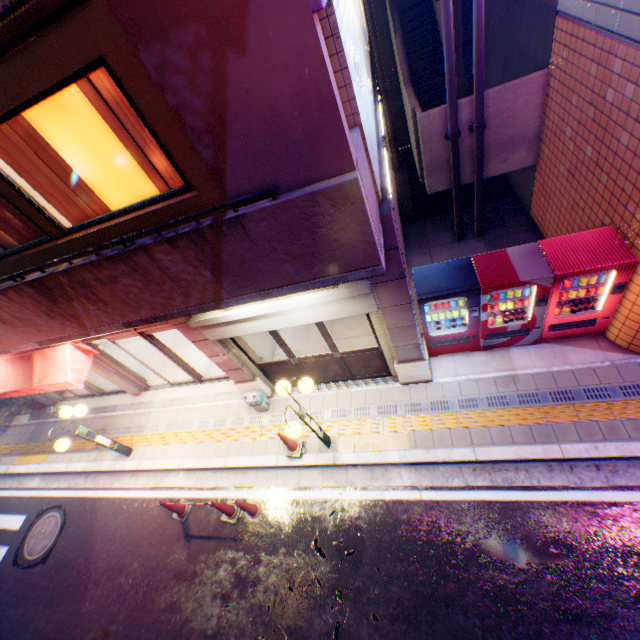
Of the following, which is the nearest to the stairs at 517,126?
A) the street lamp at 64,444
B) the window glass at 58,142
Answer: the window glass at 58,142

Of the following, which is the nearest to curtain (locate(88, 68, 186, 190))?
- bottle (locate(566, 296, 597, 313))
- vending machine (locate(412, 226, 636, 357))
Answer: vending machine (locate(412, 226, 636, 357))

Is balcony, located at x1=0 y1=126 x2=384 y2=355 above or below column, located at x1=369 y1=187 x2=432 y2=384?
above

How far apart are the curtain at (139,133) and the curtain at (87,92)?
0.1m

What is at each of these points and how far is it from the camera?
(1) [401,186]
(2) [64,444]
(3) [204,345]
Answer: (1) ventilation tube, 10.3m
(2) street lamp, 7.3m
(3) column, 6.8m

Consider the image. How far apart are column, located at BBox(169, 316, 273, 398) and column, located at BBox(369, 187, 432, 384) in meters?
3.2 m

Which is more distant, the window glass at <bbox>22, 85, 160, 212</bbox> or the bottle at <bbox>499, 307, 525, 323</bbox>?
the bottle at <bbox>499, 307, 525, 323</bbox>

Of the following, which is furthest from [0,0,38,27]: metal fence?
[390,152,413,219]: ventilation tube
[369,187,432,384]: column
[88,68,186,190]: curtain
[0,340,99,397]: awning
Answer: [390,152,413,219]: ventilation tube
